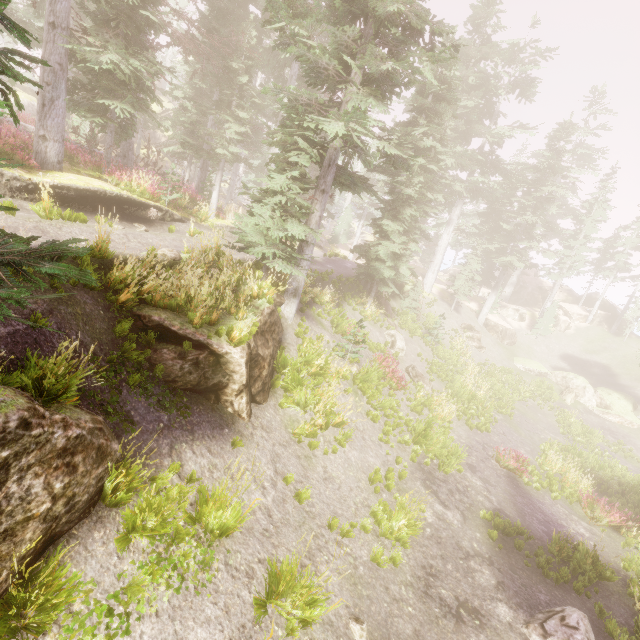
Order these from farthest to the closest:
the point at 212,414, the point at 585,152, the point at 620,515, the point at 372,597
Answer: the point at 585,152
the point at 620,515
the point at 212,414
the point at 372,597

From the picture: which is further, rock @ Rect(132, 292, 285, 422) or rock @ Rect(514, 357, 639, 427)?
rock @ Rect(514, 357, 639, 427)

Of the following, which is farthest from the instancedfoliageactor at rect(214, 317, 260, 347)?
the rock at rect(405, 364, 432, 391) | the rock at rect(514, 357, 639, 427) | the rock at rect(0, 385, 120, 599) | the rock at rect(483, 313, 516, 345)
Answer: the rock at rect(405, 364, 432, 391)

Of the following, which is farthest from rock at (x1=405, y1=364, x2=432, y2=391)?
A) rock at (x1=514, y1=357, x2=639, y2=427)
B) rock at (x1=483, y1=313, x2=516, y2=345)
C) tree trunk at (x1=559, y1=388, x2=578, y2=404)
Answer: rock at (x1=483, y1=313, x2=516, y2=345)

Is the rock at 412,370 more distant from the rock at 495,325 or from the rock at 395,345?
the rock at 495,325

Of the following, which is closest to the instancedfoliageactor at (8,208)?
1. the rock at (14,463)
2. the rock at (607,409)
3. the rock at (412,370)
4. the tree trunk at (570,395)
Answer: the rock at (14,463)

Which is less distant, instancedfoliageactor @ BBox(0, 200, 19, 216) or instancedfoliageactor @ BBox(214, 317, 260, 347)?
instancedfoliageactor @ BBox(0, 200, 19, 216)

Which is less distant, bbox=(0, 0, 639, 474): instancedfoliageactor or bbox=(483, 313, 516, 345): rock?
bbox=(0, 0, 639, 474): instancedfoliageactor
